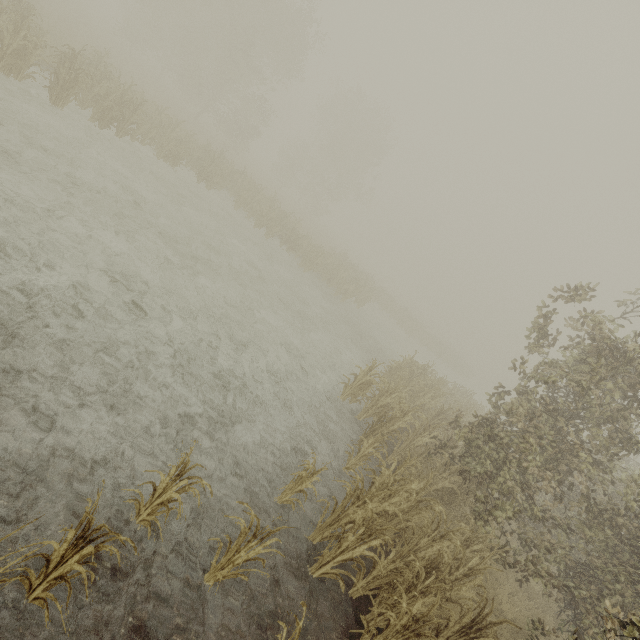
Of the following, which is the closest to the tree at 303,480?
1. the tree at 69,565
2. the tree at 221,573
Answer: the tree at 221,573

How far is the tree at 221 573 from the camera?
3.5m

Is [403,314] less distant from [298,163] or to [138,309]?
[298,163]

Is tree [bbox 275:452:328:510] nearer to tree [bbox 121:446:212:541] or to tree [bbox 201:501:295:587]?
tree [bbox 201:501:295:587]

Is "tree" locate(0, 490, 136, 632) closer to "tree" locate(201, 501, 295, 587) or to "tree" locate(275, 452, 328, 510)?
"tree" locate(201, 501, 295, 587)

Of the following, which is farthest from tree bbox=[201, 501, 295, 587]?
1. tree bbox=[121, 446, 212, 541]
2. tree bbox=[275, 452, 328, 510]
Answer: tree bbox=[275, 452, 328, 510]

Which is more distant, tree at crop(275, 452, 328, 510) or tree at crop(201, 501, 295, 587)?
tree at crop(275, 452, 328, 510)

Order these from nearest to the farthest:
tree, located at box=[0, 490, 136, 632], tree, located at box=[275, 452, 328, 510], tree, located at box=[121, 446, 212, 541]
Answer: tree, located at box=[0, 490, 136, 632] → tree, located at box=[121, 446, 212, 541] → tree, located at box=[275, 452, 328, 510]
